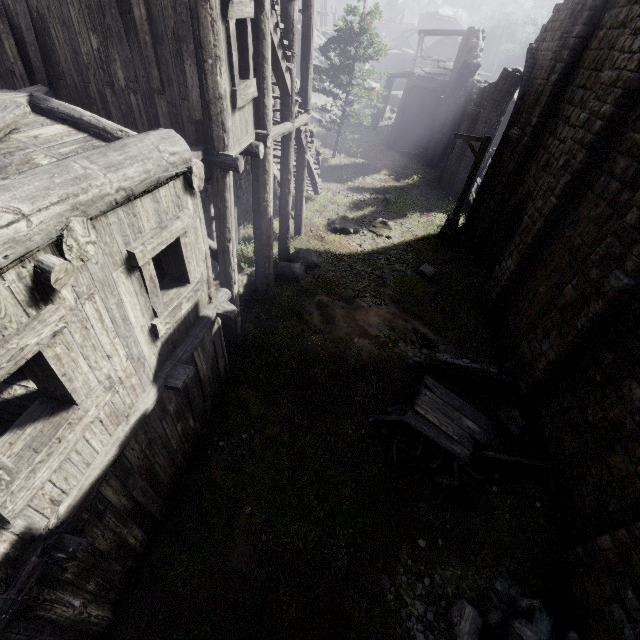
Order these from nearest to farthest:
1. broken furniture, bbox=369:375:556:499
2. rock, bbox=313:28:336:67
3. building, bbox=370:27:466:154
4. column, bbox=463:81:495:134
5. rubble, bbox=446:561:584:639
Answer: rubble, bbox=446:561:584:639 → broken furniture, bbox=369:375:556:499 → column, bbox=463:81:495:134 → building, bbox=370:27:466:154 → rock, bbox=313:28:336:67

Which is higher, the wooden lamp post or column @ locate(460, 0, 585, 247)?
column @ locate(460, 0, 585, 247)

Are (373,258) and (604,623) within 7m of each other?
no

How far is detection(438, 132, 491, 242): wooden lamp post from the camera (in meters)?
13.87

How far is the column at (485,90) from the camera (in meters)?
18.22

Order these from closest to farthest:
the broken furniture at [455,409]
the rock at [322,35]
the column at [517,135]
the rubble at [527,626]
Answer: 1. the rubble at [527,626]
2. the broken furniture at [455,409]
3. the column at [517,135]
4. the rock at [322,35]

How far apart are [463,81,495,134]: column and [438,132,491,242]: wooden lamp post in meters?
6.3 m

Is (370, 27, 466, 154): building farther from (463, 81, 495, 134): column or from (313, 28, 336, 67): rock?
(463, 81, 495, 134): column
